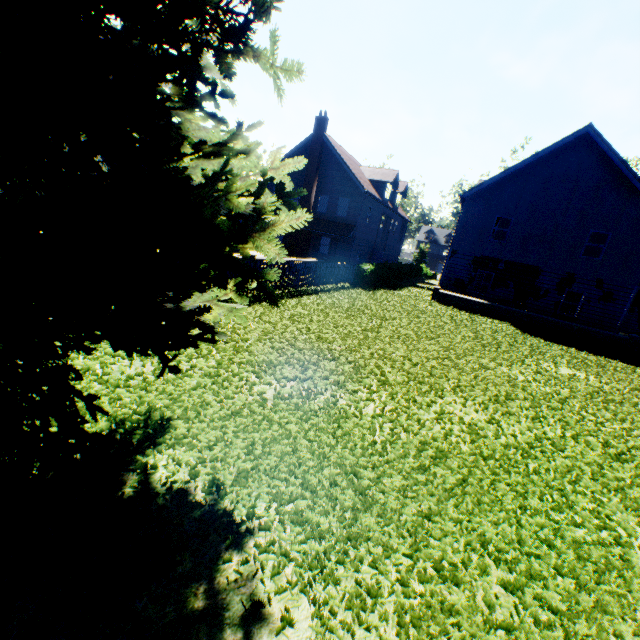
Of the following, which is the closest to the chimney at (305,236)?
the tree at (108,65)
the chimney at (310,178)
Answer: the chimney at (310,178)

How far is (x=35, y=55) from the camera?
1.5m

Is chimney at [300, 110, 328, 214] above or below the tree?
above

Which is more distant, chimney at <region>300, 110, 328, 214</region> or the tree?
chimney at <region>300, 110, 328, 214</region>

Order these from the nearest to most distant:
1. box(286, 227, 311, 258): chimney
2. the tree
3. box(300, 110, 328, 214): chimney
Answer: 1. the tree
2. box(300, 110, 328, 214): chimney
3. box(286, 227, 311, 258): chimney

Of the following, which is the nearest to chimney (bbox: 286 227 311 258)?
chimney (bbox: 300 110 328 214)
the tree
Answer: chimney (bbox: 300 110 328 214)

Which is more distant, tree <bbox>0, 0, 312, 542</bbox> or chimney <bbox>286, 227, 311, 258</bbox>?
chimney <bbox>286, 227, 311, 258</bbox>

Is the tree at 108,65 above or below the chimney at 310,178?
below
